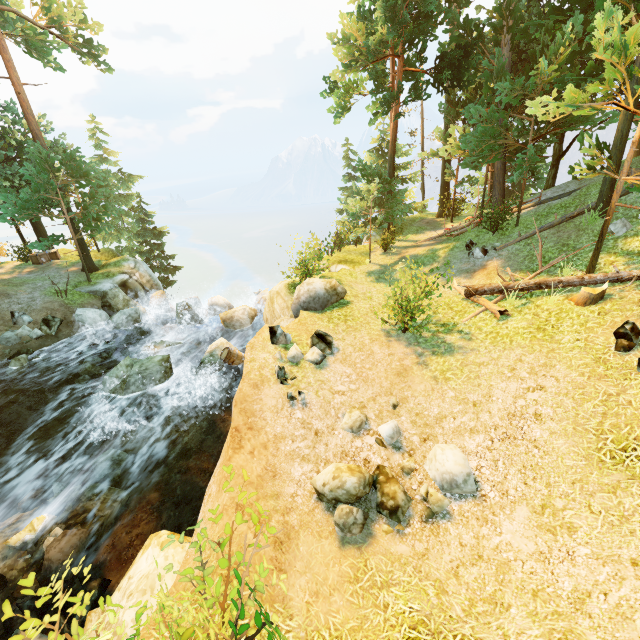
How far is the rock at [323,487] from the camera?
5.85m

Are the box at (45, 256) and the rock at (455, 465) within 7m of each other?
no

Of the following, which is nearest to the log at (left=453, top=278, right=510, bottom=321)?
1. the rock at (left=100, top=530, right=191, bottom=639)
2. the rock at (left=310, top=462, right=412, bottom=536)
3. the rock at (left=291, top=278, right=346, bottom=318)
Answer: the rock at (left=291, top=278, right=346, bottom=318)

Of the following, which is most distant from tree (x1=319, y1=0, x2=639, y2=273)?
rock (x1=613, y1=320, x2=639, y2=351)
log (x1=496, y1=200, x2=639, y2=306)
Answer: rock (x1=613, y1=320, x2=639, y2=351)

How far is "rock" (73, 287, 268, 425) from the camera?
11.98m

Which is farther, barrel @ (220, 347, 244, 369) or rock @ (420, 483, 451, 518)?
barrel @ (220, 347, 244, 369)

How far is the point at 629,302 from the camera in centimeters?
842cm

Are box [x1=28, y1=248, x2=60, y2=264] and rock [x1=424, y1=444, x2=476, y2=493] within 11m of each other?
no
